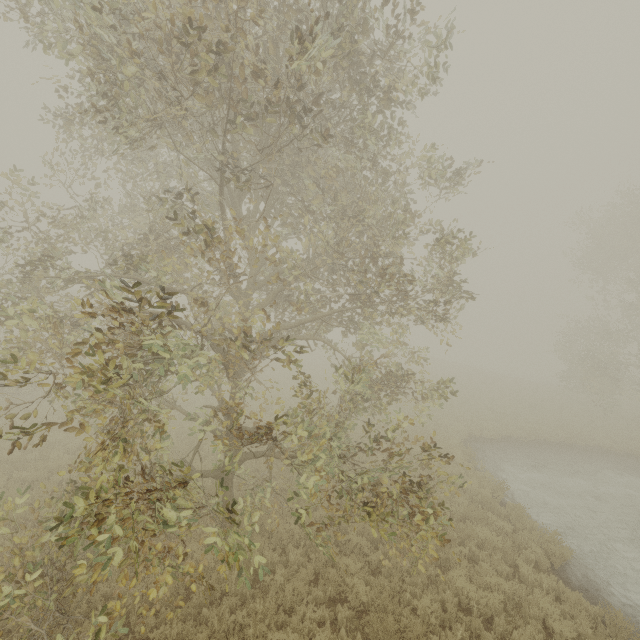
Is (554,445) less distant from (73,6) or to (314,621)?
(314,621)

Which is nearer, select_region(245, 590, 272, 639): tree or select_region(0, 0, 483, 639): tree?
select_region(0, 0, 483, 639): tree

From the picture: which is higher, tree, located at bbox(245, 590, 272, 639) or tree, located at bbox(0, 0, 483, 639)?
tree, located at bbox(0, 0, 483, 639)

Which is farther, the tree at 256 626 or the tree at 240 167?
the tree at 256 626

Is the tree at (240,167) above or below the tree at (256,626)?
above
